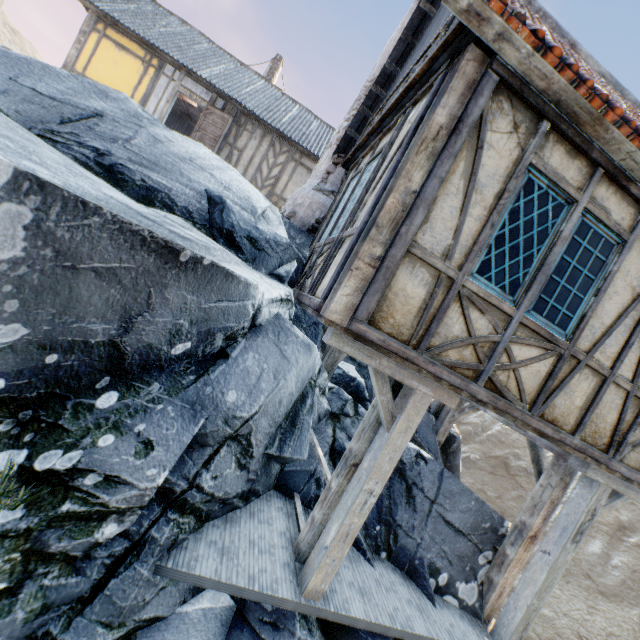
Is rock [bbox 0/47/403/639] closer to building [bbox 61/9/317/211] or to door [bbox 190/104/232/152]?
building [bbox 61/9/317/211]

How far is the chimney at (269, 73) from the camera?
19.0m

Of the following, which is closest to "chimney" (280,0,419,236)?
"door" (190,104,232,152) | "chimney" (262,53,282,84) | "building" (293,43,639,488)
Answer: "building" (293,43,639,488)

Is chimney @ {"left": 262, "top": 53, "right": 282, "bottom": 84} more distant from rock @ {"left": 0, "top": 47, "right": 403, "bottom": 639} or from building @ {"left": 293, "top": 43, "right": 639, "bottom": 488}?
building @ {"left": 293, "top": 43, "right": 639, "bottom": 488}

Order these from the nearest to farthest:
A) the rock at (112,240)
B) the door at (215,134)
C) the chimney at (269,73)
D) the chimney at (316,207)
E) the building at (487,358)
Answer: the rock at (112,240) < the building at (487,358) < the chimney at (316,207) < the door at (215,134) < the chimney at (269,73)

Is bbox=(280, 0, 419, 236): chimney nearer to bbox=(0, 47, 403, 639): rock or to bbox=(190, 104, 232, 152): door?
bbox=(0, 47, 403, 639): rock

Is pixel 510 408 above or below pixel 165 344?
above

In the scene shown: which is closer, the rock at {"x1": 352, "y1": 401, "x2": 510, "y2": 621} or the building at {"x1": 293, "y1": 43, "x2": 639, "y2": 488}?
the building at {"x1": 293, "y1": 43, "x2": 639, "y2": 488}
